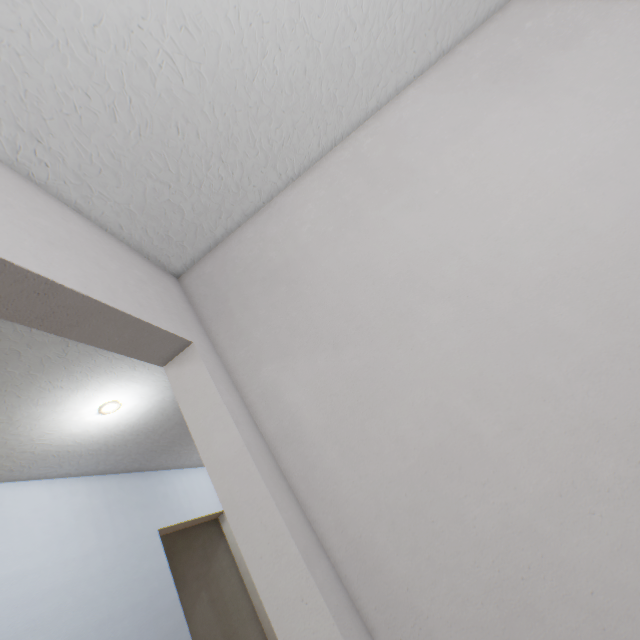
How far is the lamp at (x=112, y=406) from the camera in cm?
153

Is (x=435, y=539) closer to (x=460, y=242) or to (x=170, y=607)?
→ (x=460, y=242)

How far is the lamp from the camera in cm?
153
